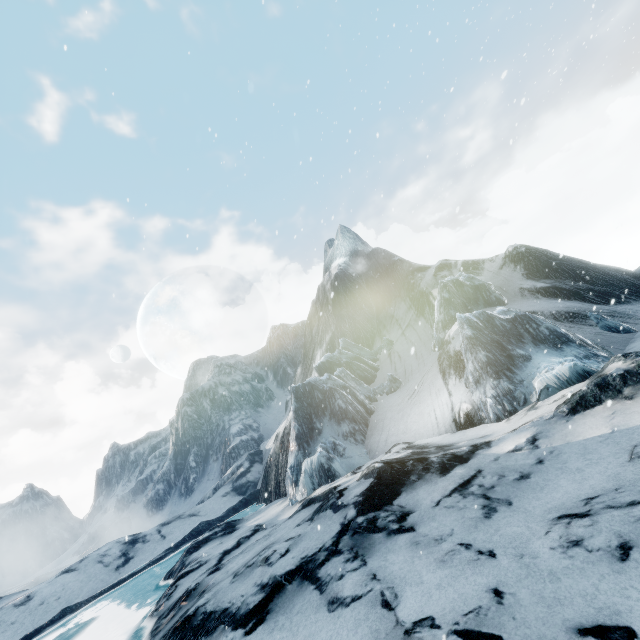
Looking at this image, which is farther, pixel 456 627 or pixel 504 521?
pixel 504 521
